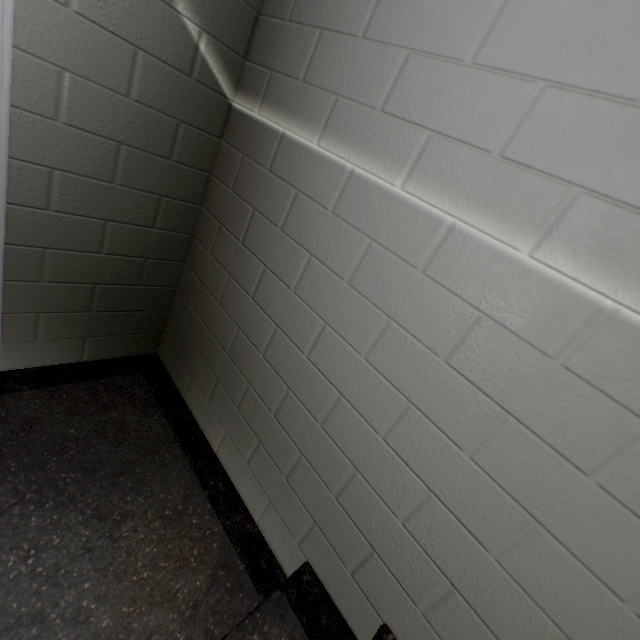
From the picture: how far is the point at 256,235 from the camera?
1.4 meters

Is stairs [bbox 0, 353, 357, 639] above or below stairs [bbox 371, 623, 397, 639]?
below

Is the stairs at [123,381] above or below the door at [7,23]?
below

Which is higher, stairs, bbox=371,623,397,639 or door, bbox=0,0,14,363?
door, bbox=0,0,14,363

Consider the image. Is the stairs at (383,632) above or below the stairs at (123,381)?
above
